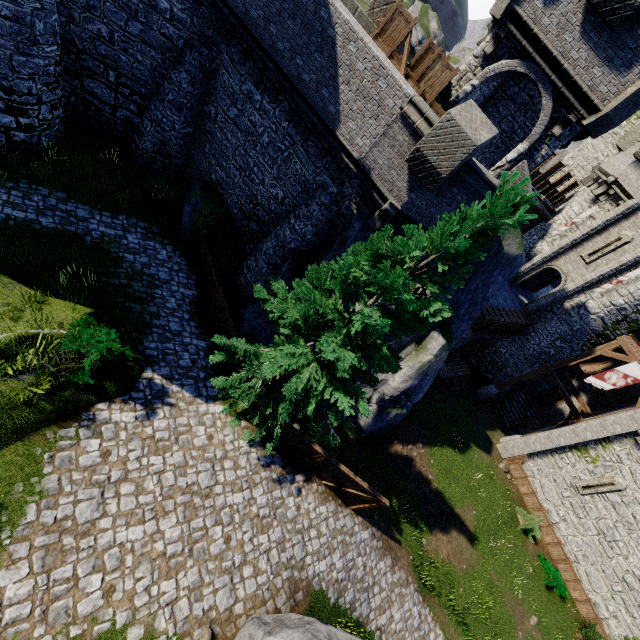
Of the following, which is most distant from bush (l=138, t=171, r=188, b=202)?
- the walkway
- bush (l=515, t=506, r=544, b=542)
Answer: bush (l=515, t=506, r=544, b=542)

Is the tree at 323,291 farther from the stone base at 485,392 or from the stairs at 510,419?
the stairs at 510,419

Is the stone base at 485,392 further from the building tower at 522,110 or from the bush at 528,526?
the building tower at 522,110

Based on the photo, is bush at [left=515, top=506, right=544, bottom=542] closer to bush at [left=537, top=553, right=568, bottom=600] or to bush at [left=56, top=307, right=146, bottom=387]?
bush at [left=537, top=553, right=568, bottom=600]

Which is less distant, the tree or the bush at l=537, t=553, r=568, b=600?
the tree

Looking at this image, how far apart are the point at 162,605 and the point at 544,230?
29.36m

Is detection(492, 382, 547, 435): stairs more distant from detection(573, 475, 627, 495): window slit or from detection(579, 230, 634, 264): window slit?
detection(579, 230, 634, 264): window slit

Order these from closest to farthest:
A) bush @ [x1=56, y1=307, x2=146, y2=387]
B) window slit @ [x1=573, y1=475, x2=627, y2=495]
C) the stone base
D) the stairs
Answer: bush @ [x1=56, y1=307, x2=146, y2=387] → window slit @ [x1=573, y1=475, x2=627, y2=495] → the stone base → the stairs
